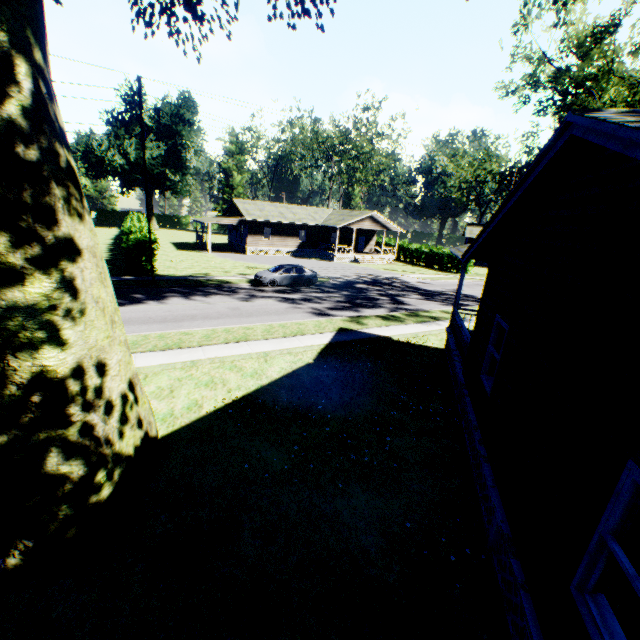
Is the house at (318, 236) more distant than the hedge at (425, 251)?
No

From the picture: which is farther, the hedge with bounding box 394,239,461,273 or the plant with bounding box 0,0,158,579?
the hedge with bounding box 394,239,461,273

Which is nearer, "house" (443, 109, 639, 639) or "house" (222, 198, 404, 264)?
"house" (443, 109, 639, 639)

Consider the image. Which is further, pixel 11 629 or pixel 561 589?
pixel 11 629

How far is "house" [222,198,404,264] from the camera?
40.7m

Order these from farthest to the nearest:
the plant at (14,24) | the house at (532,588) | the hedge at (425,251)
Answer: the hedge at (425,251)
the plant at (14,24)
the house at (532,588)

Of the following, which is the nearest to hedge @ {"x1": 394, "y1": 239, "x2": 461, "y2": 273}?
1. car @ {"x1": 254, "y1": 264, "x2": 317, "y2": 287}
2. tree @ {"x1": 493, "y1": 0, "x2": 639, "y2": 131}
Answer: tree @ {"x1": 493, "y1": 0, "x2": 639, "y2": 131}

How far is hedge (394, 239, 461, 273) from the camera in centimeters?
4216cm
